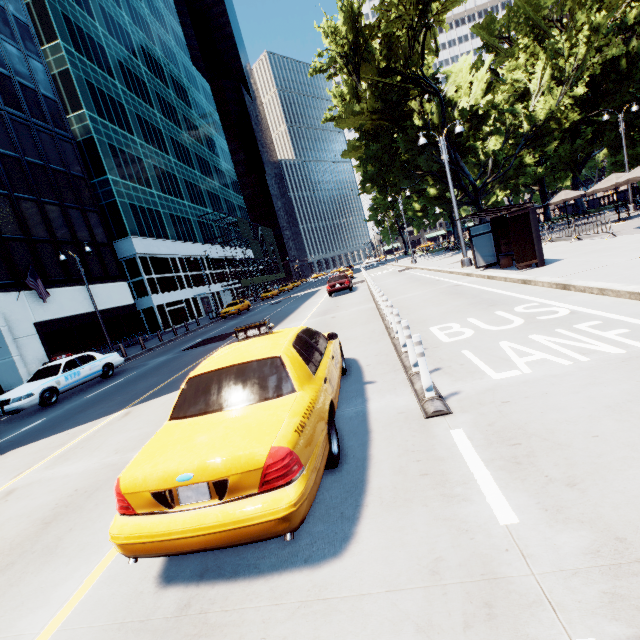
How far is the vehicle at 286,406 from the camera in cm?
240

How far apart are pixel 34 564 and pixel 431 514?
4.15m

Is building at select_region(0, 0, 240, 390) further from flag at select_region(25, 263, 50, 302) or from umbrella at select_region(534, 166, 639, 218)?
umbrella at select_region(534, 166, 639, 218)

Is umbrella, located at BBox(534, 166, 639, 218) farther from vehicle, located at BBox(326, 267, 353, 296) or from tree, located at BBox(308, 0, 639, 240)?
vehicle, located at BBox(326, 267, 353, 296)

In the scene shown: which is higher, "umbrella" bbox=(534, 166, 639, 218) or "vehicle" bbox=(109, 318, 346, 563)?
"umbrella" bbox=(534, 166, 639, 218)

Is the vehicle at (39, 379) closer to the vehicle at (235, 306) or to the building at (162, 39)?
the vehicle at (235, 306)

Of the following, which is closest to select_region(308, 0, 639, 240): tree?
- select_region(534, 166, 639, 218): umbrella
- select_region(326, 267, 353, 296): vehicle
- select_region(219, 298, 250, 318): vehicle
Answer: select_region(534, 166, 639, 218): umbrella

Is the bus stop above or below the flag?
below
